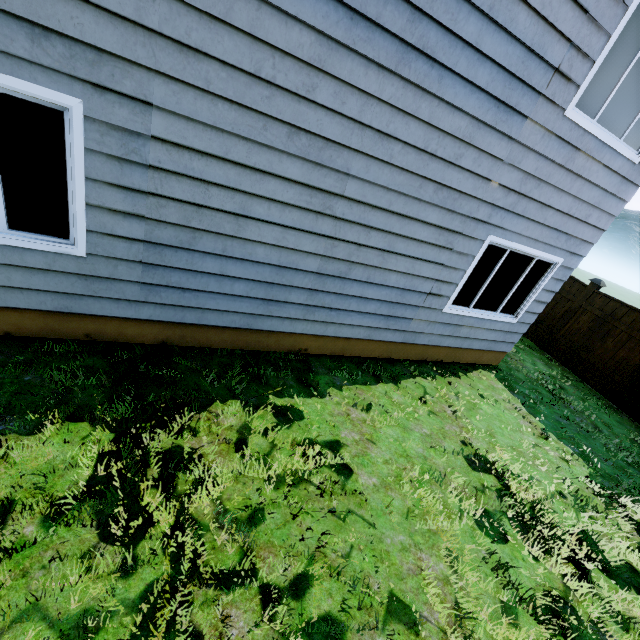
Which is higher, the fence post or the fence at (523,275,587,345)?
the fence post

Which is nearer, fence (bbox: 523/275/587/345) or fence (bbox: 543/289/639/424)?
fence (bbox: 543/289/639/424)

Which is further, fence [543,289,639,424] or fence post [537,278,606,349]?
fence post [537,278,606,349]

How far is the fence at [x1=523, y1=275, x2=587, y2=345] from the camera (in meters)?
8.50

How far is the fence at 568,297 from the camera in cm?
850

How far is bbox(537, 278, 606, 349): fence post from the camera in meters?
8.1

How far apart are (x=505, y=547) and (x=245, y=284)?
4.2m

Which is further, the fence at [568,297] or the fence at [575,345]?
the fence at [568,297]
